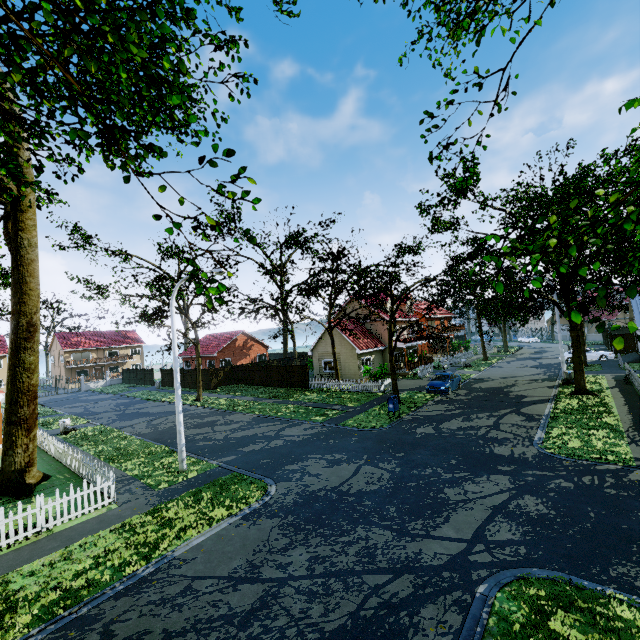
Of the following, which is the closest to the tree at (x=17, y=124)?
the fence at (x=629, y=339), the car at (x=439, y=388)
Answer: the fence at (x=629, y=339)

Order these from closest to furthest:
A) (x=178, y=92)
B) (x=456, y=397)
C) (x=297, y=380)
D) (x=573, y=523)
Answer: (x=178, y=92) → (x=573, y=523) → (x=456, y=397) → (x=297, y=380)

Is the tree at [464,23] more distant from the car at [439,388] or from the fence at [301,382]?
the car at [439,388]

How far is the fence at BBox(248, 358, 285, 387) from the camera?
33.5m

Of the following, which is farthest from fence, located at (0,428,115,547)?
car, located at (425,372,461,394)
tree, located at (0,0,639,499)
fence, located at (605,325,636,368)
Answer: car, located at (425,372,461,394)

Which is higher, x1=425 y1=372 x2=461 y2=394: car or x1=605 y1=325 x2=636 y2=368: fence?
x1=605 y1=325 x2=636 y2=368: fence

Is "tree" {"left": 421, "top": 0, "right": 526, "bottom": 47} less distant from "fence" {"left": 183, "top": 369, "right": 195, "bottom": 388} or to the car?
"fence" {"left": 183, "top": 369, "right": 195, "bottom": 388}
